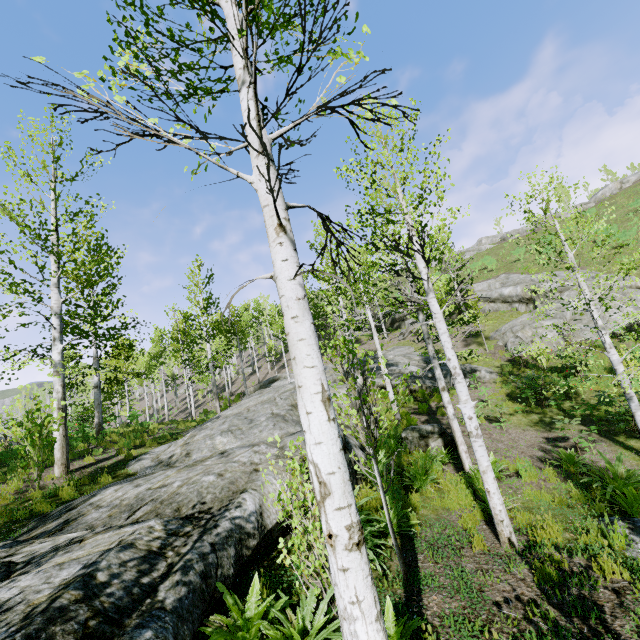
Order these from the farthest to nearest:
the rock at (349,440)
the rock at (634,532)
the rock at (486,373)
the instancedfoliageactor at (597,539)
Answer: the rock at (486,373)
the rock at (349,440)
the rock at (634,532)
the instancedfoliageactor at (597,539)

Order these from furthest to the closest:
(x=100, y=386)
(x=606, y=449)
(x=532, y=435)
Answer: (x=100, y=386), (x=532, y=435), (x=606, y=449)

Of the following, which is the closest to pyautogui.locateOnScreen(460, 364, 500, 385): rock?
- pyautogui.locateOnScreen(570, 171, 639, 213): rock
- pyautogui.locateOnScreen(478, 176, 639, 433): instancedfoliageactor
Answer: pyautogui.locateOnScreen(478, 176, 639, 433): instancedfoliageactor

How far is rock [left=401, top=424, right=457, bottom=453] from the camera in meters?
10.8

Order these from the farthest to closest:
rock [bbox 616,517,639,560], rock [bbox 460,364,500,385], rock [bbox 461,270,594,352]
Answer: rock [bbox 461,270,594,352] < rock [bbox 460,364,500,385] < rock [bbox 616,517,639,560]

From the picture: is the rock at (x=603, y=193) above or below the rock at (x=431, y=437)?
above

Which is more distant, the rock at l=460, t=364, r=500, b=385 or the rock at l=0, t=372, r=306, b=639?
the rock at l=460, t=364, r=500, b=385
